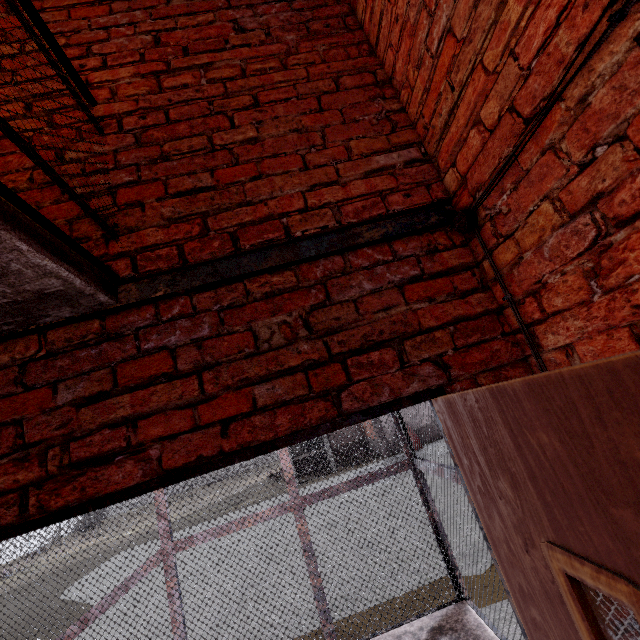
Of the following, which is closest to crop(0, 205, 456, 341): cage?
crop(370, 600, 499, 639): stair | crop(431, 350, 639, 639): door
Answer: crop(370, 600, 499, 639): stair

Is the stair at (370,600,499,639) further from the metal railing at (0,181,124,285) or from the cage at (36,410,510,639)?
the metal railing at (0,181,124,285)

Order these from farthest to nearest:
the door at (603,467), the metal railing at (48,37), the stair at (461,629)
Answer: the stair at (461,629)
the metal railing at (48,37)
the door at (603,467)

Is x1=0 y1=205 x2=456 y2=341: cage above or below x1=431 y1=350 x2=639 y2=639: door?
above

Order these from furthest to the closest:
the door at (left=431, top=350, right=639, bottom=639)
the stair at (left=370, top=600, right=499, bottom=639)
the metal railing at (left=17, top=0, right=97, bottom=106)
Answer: the stair at (left=370, top=600, right=499, bottom=639)
the metal railing at (left=17, top=0, right=97, bottom=106)
the door at (left=431, top=350, right=639, bottom=639)

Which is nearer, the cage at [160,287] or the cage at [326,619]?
the cage at [160,287]

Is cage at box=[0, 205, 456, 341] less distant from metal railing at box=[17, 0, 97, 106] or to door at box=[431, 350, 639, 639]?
metal railing at box=[17, 0, 97, 106]

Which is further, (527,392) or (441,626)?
(441,626)
